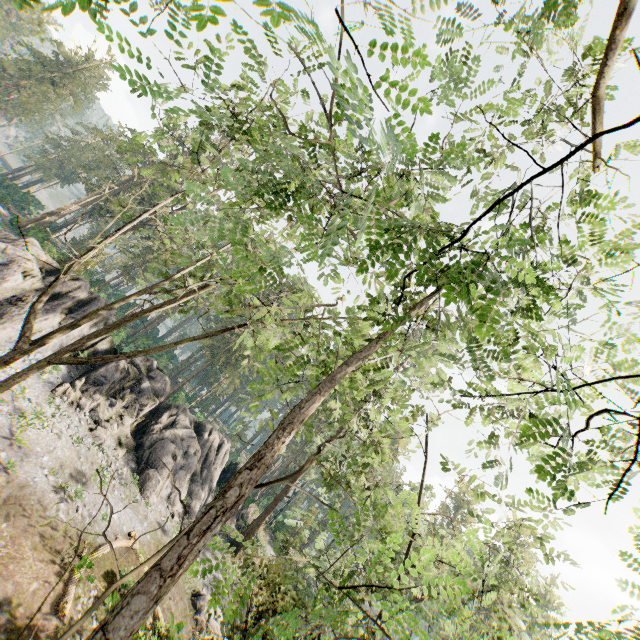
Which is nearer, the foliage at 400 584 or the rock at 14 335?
the foliage at 400 584

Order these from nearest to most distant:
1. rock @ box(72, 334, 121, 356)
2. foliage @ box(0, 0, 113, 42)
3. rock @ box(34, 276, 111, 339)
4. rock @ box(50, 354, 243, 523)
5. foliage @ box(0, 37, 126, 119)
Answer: foliage @ box(0, 0, 113, 42)
rock @ box(34, 276, 111, 339)
rock @ box(50, 354, 243, 523)
rock @ box(72, 334, 121, 356)
foliage @ box(0, 37, 126, 119)

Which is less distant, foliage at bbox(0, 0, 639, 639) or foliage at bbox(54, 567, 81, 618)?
foliage at bbox(0, 0, 639, 639)

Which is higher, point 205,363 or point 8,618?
point 205,363

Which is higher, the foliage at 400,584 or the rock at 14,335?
the foliage at 400,584

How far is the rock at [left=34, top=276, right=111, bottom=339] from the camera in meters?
21.8
